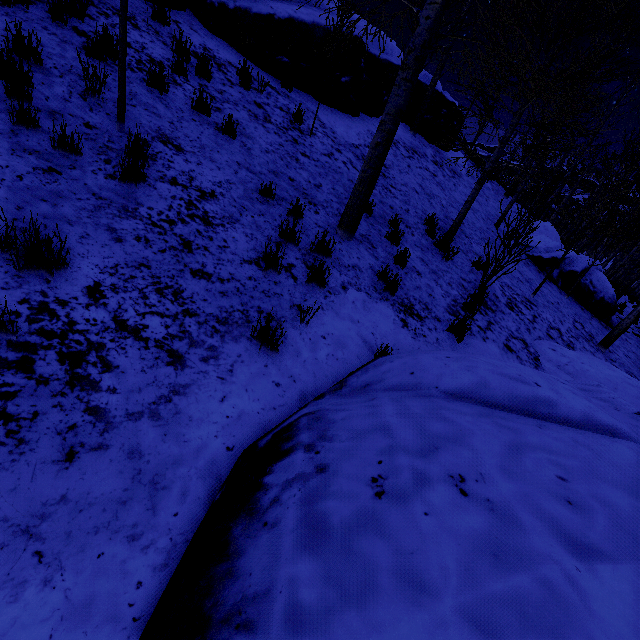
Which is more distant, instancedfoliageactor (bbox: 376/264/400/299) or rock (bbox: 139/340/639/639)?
instancedfoliageactor (bbox: 376/264/400/299)

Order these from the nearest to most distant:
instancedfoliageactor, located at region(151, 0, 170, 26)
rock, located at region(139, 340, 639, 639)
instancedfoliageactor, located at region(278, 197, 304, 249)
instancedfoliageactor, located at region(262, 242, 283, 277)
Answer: rock, located at region(139, 340, 639, 639)
instancedfoliageactor, located at region(262, 242, 283, 277)
instancedfoliageactor, located at region(278, 197, 304, 249)
instancedfoliageactor, located at region(151, 0, 170, 26)

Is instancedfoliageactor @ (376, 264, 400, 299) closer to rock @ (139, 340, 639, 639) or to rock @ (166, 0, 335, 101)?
rock @ (166, 0, 335, 101)

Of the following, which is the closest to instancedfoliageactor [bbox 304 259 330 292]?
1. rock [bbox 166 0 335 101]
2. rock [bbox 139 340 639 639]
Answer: rock [bbox 166 0 335 101]

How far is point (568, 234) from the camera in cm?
2670

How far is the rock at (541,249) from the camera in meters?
12.6
